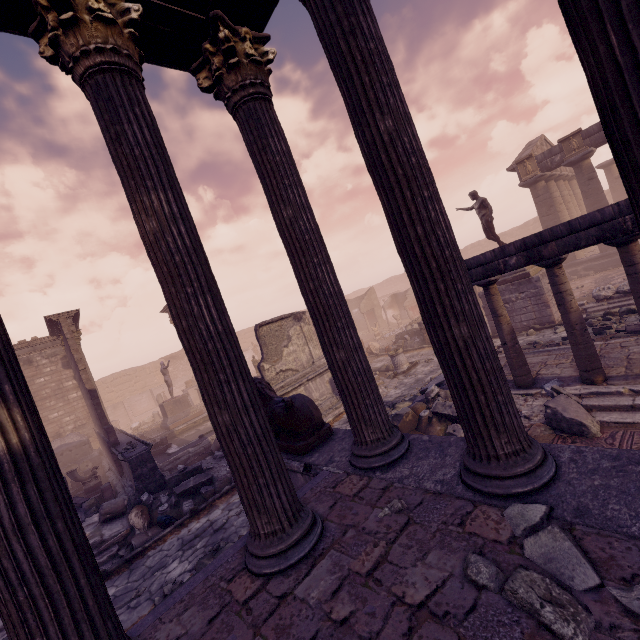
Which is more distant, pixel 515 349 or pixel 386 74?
pixel 515 349

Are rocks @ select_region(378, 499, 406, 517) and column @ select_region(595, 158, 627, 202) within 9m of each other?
no

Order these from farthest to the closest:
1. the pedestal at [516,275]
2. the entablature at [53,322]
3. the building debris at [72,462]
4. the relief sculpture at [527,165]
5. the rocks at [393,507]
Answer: the relief sculpture at [527,165] → the building debris at [72,462] → the entablature at [53,322] → the pedestal at [516,275] → the rocks at [393,507]

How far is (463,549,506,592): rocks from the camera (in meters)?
1.81

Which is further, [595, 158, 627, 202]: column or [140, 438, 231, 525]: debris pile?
[595, 158, 627, 202]: column

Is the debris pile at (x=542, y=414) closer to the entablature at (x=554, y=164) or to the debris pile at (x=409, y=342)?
the debris pile at (x=409, y=342)

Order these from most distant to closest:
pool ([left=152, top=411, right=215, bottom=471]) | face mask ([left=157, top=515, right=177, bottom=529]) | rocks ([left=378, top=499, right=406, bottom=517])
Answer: pool ([left=152, top=411, right=215, bottom=471]) < face mask ([left=157, top=515, right=177, bottom=529]) < rocks ([left=378, top=499, right=406, bottom=517])

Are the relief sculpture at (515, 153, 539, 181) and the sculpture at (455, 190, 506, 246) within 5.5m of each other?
no
